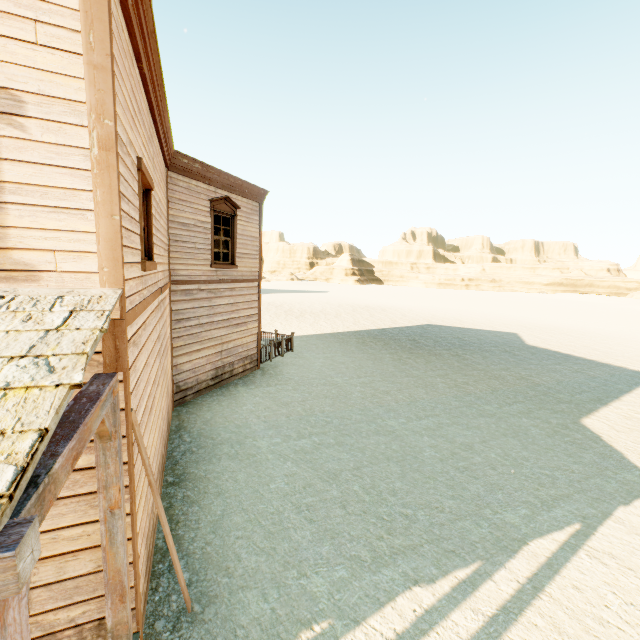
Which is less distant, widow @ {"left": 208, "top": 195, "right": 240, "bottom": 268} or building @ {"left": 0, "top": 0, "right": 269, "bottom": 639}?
building @ {"left": 0, "top": 0, "right": 269, "bottom": 639}

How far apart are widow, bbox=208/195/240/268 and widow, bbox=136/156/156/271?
5.03m

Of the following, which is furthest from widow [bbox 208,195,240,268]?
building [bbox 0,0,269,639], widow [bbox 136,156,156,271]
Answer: widow [bbox 136,156,156,271]

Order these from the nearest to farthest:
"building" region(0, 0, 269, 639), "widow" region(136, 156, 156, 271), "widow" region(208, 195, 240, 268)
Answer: "building" region(0, 0, 269, 639), "widow" region(136, 156, 156, 271), "widow" region(208, 195, 240, 268)

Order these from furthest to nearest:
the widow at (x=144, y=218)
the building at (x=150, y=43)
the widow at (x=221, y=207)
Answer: the widow at (x=221, y=207) < the widow at (x=144, y=218) < the building at (x=150, y=43)

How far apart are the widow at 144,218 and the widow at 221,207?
5.0m

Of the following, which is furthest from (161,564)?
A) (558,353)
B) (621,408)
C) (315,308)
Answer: (315,308)

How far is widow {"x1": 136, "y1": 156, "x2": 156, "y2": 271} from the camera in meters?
3.9
